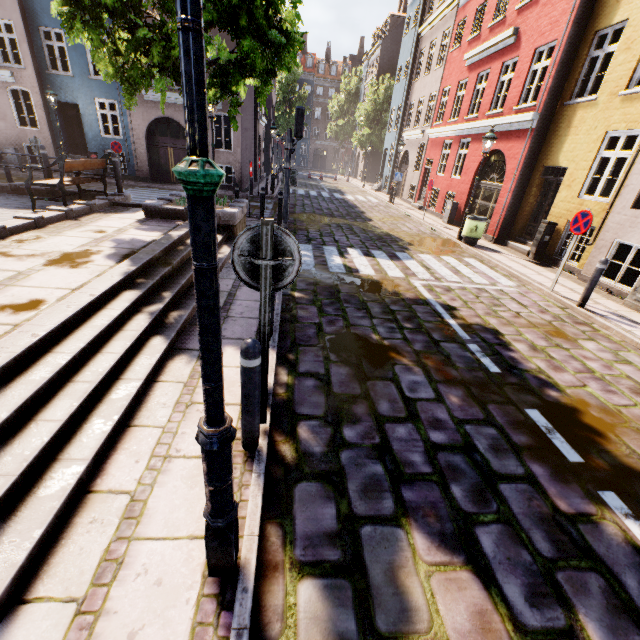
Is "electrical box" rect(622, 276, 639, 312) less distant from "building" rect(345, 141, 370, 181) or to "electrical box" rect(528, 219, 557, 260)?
"building" rect(345, 141, 370, 181)

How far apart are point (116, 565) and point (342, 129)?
52.6m

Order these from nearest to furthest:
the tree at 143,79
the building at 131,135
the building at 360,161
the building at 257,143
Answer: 1. the tree at 143,79
2. the building at 131,135
3. the building at 257,143
4. the building at 360,161

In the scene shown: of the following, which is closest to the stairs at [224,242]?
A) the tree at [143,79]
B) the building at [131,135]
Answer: the tree at [143,79]

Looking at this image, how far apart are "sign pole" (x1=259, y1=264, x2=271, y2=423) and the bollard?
0.2 meters

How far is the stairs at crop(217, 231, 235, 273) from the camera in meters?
7.1 m

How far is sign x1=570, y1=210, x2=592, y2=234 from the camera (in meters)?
6.98

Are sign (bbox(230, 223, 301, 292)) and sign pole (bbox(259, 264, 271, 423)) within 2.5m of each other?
yes
